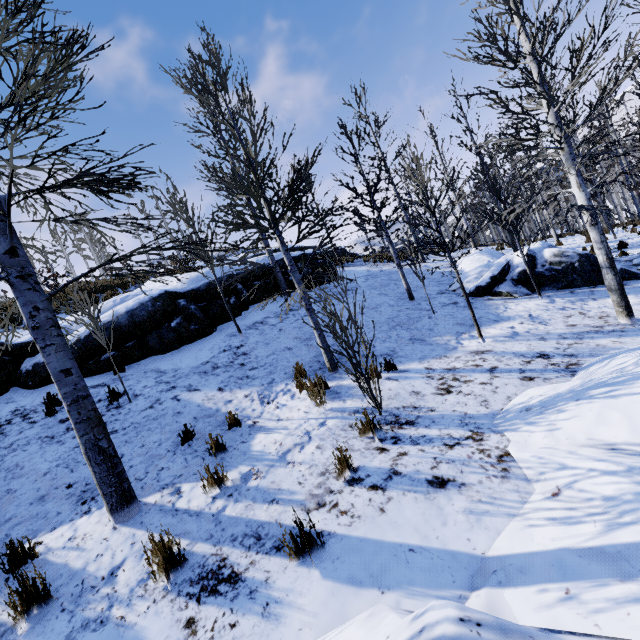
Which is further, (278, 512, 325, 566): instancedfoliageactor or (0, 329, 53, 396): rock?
(0, 329, 53, 396): rock

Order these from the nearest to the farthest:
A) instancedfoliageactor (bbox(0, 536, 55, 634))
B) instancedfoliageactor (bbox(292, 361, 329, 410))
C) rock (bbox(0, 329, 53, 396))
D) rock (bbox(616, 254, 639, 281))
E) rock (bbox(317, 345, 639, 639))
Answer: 1. rock (bbox(317, 345, 639, 639))
2. instancedfoliageactor (bbox(0, 536, 55, 634))
3. instancedfoliageactor (bbox(292, 361, 329, 410))
4. rock (bbox(0, 329, 53, 396))
5. rock (bbox(616, 254, 639, 281))

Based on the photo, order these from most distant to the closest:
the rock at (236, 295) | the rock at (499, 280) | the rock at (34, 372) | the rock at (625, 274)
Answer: the rock at (236, 295) → the rock at (499, 280) → the rock at (625, 274) → the rock at (34, 372)

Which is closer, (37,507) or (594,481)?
(594,481)

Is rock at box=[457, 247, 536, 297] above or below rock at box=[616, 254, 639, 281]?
above

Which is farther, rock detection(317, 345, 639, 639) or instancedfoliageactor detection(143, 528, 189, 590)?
instancedfoliageactor detection(143, 528, 189, 590)

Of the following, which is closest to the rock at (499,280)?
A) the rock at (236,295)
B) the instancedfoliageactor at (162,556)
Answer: the rock at (236,295)

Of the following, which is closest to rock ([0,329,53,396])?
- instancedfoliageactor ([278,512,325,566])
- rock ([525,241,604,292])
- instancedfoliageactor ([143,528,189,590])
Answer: rock ([525,241,604,292])
